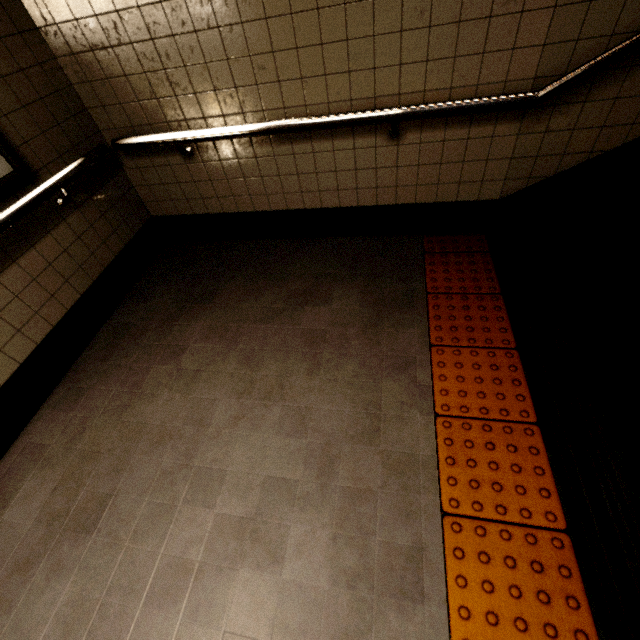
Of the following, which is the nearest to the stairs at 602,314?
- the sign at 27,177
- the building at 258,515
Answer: the building at 258,515

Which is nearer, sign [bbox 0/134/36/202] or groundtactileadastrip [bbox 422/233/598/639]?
groundtactileadastrip [bbox 422/233/598/639]

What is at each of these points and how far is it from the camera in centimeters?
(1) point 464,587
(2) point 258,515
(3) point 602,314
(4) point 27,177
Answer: (1) groundtactileadastrip, 125cm
(2) building, 152cm
(3) stairs, 167cm
(4) sign, 189cm

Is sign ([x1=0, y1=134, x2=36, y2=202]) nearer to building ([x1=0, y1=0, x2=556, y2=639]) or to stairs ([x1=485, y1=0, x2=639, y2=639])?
building ([x1=0, y1=0, x2=556, y2=639])

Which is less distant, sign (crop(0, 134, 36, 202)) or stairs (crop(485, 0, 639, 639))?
stairs (crop(485, 0, 639, 639))

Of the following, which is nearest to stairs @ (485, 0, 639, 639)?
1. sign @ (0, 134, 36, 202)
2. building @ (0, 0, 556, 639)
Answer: building @ (0, 0, 556, 639)

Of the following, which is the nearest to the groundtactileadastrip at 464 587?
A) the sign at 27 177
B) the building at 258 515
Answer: the building at 258 515

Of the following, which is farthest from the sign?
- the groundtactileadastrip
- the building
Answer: the groundtactileadastrip
